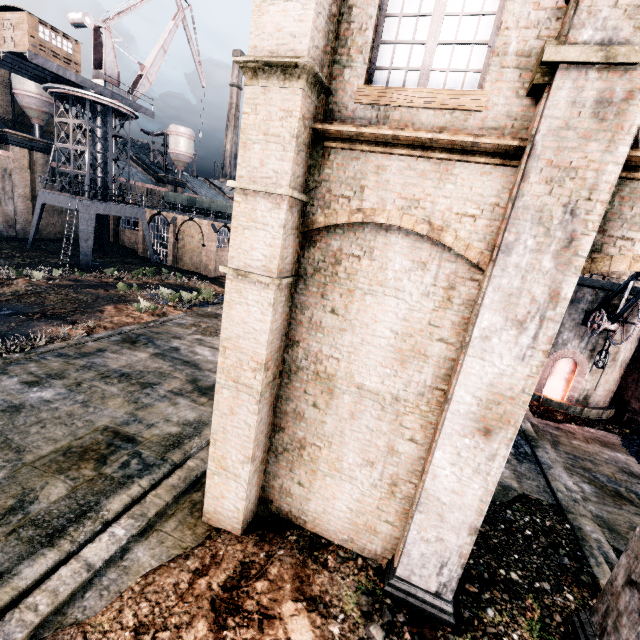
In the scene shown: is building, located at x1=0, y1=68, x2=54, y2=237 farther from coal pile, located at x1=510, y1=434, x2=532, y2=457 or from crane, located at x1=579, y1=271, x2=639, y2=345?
crane, located at x1=579, y1=271, x2=639, y2=345

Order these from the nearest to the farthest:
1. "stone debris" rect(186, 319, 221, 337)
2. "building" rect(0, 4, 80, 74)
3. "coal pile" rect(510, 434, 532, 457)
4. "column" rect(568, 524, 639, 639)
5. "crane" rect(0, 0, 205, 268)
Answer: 1. "column" rect(568, 524, 639, 639)
2. "coal pile" rect(510, 434, 532, 457)
3. "stone debris" rect(186, 319, 221, 337)
4. "building" rect(0, 4, 80, 74)
5. "crane" rect(0, 0, 205, 268)

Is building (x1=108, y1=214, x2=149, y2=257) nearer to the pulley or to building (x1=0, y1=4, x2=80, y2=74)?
building (x1=0, y1=4, x2=80, y2=74)

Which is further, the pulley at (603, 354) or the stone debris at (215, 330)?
the stone debris at (215, 330)

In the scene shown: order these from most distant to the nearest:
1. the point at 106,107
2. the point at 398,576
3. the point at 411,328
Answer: the point at 106,107, the point at 398,576, the point at 411,328

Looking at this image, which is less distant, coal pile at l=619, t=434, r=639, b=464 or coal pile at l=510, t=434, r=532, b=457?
coal pile at l=510, t=434, r=532, b=457

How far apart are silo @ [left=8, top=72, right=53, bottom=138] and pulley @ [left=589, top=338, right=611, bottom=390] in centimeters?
6569cm

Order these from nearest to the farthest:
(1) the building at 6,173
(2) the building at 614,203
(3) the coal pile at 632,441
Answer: (2) the building at 614,203 → (3) the coal pile at 632,441 → (1) the building at 6,173
